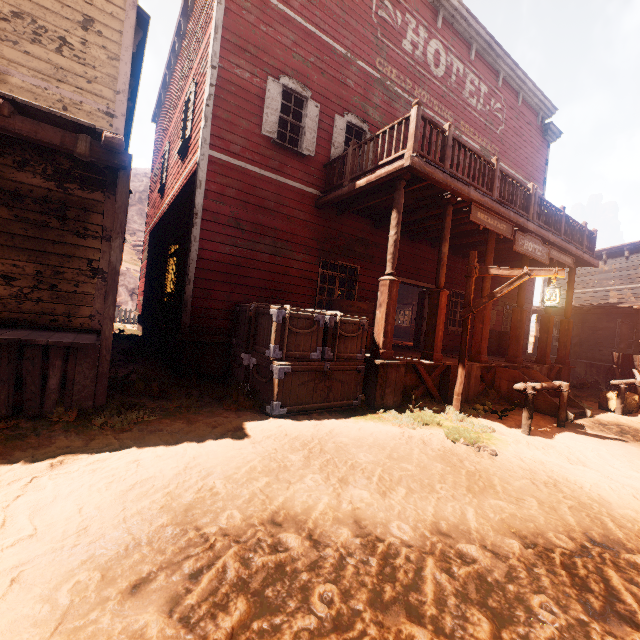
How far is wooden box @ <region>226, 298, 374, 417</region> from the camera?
5.3 meters

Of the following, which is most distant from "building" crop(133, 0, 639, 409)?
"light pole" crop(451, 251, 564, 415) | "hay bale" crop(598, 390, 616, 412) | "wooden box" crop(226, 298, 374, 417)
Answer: "hay bale" crop(598, 390, 616, 412)

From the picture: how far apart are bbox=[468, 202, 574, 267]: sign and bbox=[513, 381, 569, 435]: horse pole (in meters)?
3.34

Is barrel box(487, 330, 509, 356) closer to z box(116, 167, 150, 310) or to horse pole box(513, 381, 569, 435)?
z box(116, 167, 150, 310)

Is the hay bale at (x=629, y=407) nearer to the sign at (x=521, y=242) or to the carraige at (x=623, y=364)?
the carraige at (x=623, y=364)

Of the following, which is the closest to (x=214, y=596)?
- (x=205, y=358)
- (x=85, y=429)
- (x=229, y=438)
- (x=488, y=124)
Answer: (x=229, y=438)

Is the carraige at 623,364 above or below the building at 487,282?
below
